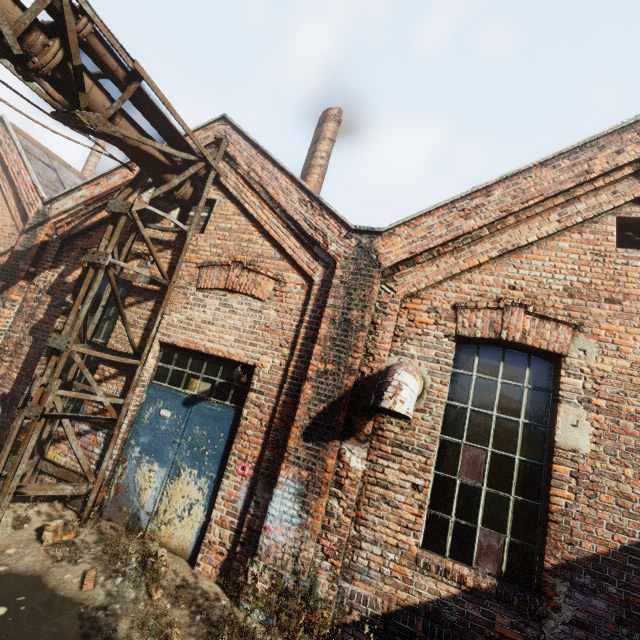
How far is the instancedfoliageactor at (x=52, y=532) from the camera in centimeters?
415cm

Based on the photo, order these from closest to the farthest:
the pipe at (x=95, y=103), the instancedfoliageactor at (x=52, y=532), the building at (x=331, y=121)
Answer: the pipe at (x=95, y=103) → the instancedfoliageactor at (x=52, y=532) → the building at (x=331, y=121)

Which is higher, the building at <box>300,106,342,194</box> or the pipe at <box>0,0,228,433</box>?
the building at <box>300,106,342,194</box>

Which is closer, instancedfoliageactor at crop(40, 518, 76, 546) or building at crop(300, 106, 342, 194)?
instancedfoliageactor at crop(40, 518, 76, 546)

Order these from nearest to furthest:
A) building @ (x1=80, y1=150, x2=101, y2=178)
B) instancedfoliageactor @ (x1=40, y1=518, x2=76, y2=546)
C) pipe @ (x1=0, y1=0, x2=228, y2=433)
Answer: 1. pipe @ (x1=0, y1=0, x2=228, y2=433)
2. instancedfoliageactor @ (x1=40, y1=518, x2=76, y2=546)
3. building @ (x1=80, y1=150, x2=101, y2=178)

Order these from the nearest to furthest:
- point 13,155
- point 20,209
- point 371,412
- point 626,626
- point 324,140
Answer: point 626,626
point 371,412
point 20,209
point 13,155
point 324,140

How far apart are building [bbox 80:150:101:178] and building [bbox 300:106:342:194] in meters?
15.0

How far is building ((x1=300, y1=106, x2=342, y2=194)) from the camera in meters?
8.3 m
